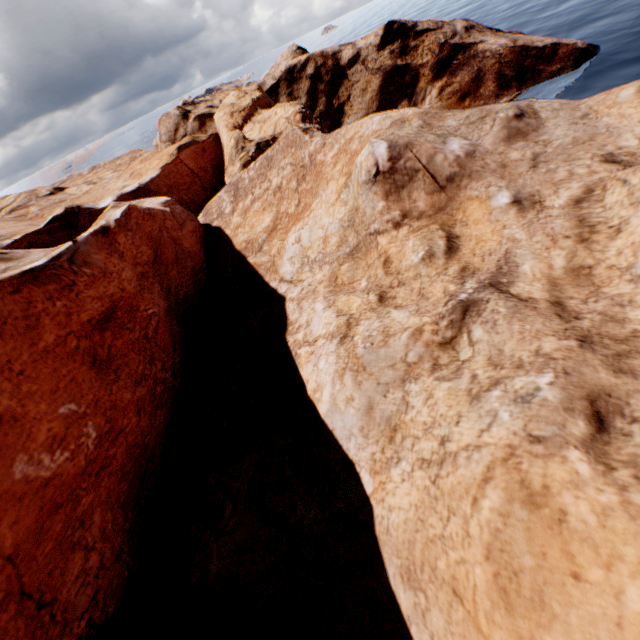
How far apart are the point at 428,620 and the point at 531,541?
2.9m
